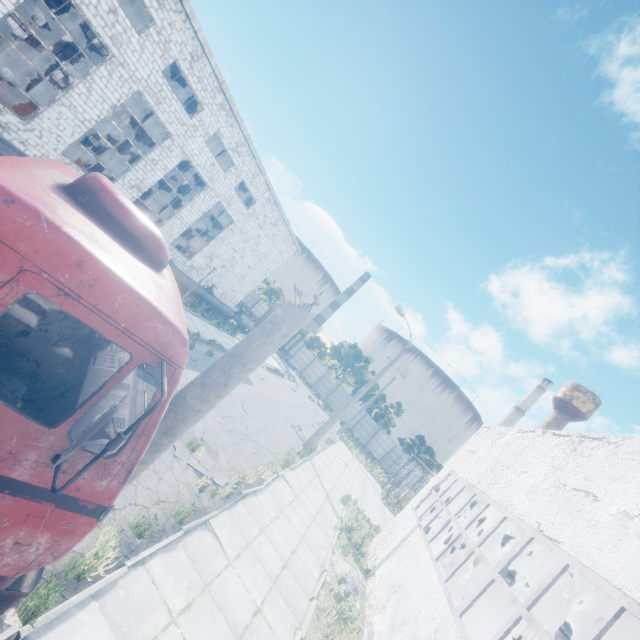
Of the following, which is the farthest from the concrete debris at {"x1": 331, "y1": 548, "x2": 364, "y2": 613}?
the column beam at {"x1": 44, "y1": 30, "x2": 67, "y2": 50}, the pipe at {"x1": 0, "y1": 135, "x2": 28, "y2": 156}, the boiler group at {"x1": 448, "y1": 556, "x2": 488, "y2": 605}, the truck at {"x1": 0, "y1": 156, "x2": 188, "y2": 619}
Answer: the column beam at {"x1": 44, "y1": 30, "x2": 67, "y2": 50}

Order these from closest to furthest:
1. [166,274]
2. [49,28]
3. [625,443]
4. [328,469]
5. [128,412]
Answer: [128,412] < [166,274] < [625,443] < [328,469] < [49,28]

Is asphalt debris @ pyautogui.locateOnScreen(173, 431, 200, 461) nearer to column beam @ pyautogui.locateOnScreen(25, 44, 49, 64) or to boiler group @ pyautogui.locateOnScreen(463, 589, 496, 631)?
boiler group @ pyautogui.locateOnScreen(463, 589, 496, 631)

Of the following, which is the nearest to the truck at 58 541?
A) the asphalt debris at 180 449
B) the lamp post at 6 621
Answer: the lamp post at 6 621

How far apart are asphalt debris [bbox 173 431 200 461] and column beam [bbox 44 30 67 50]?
34.0 meters

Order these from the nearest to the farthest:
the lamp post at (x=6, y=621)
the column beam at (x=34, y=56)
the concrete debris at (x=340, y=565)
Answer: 1. the lamp post at (x=6, y=621)
2. the concrete debris at (x=340, y=565)
3. the column beam at (x=34, y=56)

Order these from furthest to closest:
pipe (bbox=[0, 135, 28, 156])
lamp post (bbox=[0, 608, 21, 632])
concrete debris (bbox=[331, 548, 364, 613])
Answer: pipe (bbox=[0, 135, 28, 156]) → concrete debris (bbox=[331, 548, 364, 613]) → lamp post (bbox=[0, 608, 21, 632])

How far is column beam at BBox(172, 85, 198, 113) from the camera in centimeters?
2704cm
